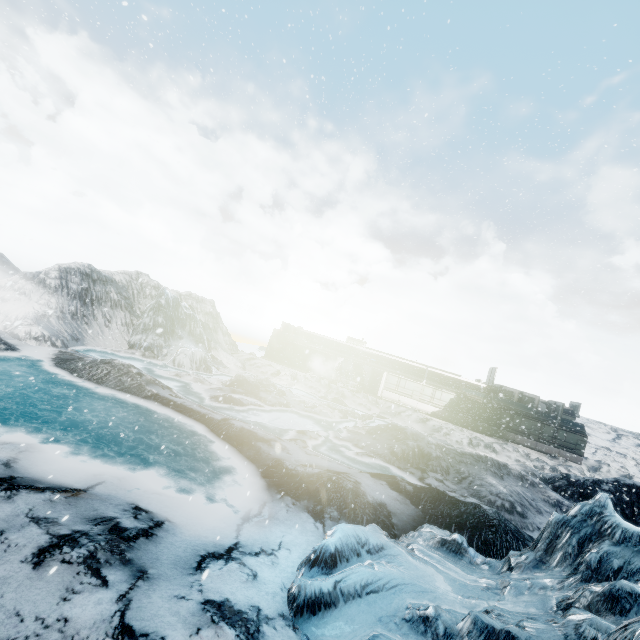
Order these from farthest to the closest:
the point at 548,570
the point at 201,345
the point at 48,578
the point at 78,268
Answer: the point at 201,345
the point at 78,268
the point at 548,570
the point at 48,578
